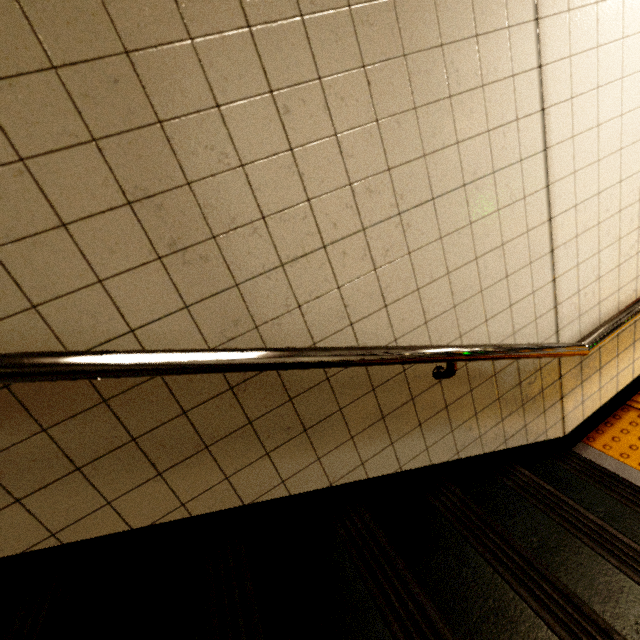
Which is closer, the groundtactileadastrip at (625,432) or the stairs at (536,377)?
the stairs at (536,377)

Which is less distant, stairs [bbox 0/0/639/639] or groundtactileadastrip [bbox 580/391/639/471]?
stairs [bbox 0/0/639/639]

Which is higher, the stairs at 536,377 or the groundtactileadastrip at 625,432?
the stairs at 536,377

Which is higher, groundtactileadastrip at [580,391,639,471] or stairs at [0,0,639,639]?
stairs at [0,0,639,639]

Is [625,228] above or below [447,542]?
above
